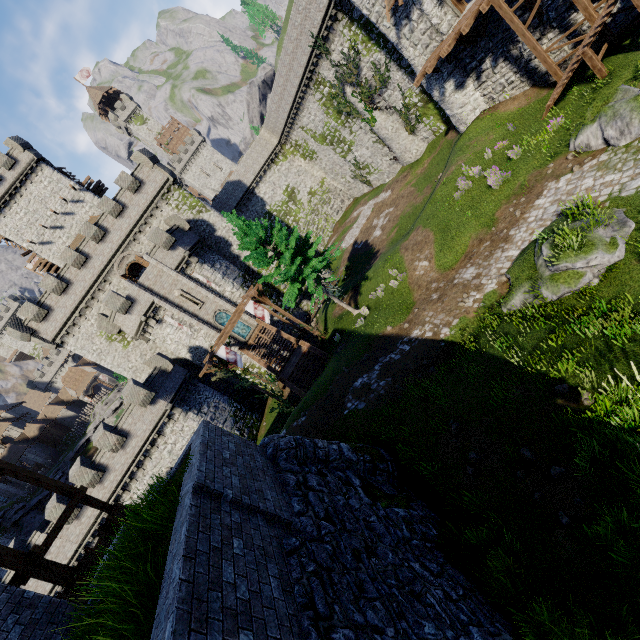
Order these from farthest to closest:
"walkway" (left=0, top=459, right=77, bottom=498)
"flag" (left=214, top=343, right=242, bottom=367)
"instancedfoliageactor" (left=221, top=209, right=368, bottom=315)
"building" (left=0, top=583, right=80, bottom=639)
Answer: "flag" (left=214, top=343, right=242, bottom=367) < "instancedfoliageactor" (left=221, top=209, right=368, bottom=315) < "walkway" (left=0, top=459, right=77, bottom=498) < "building" (left=0, top=583, right=80, bottom=639)

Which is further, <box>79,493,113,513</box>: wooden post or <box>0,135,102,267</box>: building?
<box>0,135,102,267</box>: building

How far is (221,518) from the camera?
5.20m

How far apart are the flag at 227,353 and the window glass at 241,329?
9.9 meters

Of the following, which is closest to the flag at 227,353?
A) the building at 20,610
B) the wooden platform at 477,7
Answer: the building at 20,610

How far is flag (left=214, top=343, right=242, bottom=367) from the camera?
22.4 meters

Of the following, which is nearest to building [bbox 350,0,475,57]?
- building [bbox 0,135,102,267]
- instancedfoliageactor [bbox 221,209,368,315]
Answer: instancedfoliageactor [bbox 221,209,368,315]

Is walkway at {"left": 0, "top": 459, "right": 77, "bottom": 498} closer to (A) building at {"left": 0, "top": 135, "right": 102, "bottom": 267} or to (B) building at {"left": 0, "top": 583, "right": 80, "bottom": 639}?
(B) building at {"left": 0, "top": 583, "right": 80, "bottom": 639}
